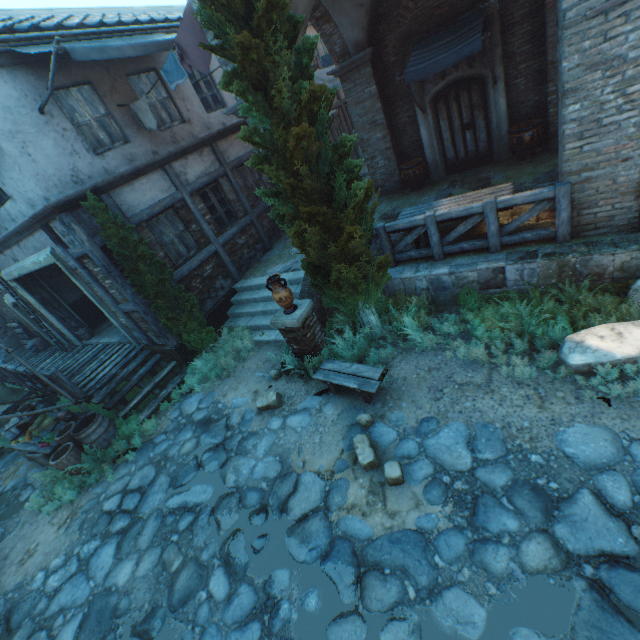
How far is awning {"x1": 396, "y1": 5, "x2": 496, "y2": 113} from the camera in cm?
700

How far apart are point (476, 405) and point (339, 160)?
4.3m

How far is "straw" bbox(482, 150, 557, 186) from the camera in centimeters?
780cm

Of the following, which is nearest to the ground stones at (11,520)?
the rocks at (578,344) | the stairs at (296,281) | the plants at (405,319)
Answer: the stairs at (296,281)

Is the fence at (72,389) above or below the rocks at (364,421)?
above

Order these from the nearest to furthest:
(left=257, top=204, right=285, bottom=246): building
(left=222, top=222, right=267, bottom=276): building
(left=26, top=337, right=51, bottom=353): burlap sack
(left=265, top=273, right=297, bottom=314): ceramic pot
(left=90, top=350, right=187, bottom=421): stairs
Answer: (left=265, top=273, right=297, bottom=314): ceramic pot, (left=90, top=350, right=187, bottom=421): stairs, (left=222, top=222, right=267, bottom=276): building, (left=257, top=204, right=285, bottom=246): building, (left=26, top=337, right=51, bottom=353): burlap sack

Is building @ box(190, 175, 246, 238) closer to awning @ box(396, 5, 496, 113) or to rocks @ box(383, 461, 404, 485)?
awning @ box(396, 5, 496, 113)

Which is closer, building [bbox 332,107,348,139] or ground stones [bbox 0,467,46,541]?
ground stones [bbox 0,467,46,541]
